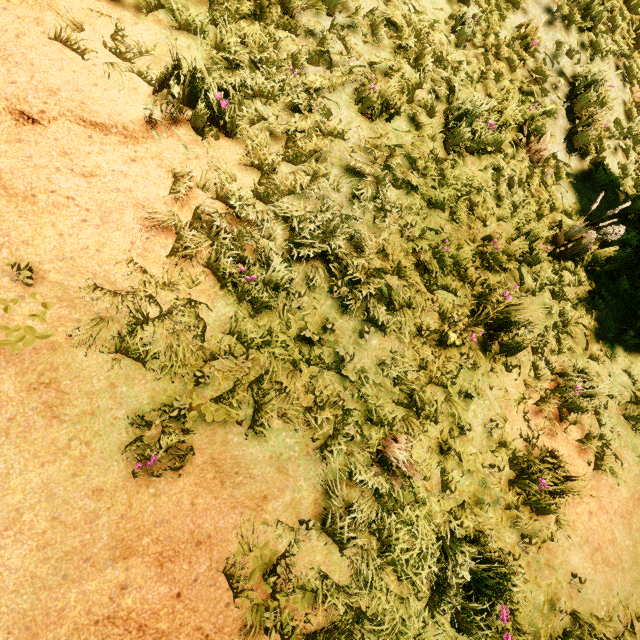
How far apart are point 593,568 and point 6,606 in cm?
436
